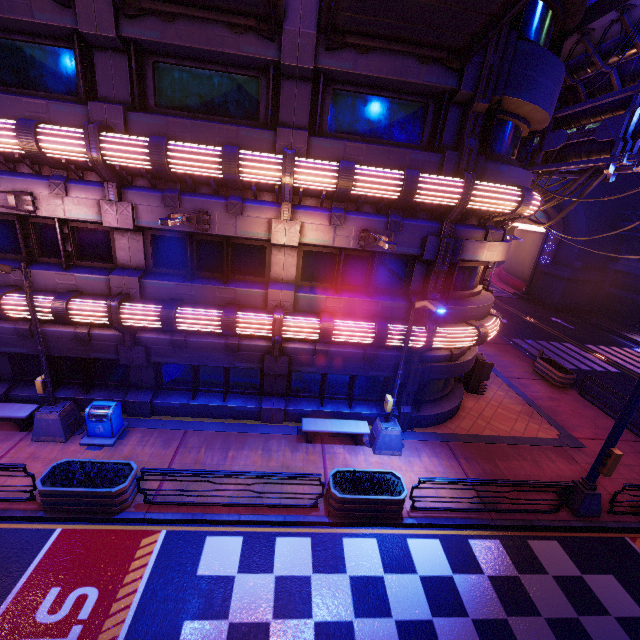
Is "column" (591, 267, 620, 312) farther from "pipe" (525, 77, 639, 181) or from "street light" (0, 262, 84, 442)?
"street light" (0, 262, 84, 442)

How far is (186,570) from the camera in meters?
7.7

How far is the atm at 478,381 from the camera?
15.7 meters

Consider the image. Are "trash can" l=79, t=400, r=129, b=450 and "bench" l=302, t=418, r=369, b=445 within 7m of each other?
yes

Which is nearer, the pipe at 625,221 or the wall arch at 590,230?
the pipe at 625,221

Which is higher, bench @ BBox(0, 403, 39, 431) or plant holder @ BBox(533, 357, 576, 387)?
bench @ BBox(0, 403, 39, 431)

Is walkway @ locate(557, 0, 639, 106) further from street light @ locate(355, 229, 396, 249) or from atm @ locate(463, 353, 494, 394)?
atm @ locate(463, 353, 494, 394)

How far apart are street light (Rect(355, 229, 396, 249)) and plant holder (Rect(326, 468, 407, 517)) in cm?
669
